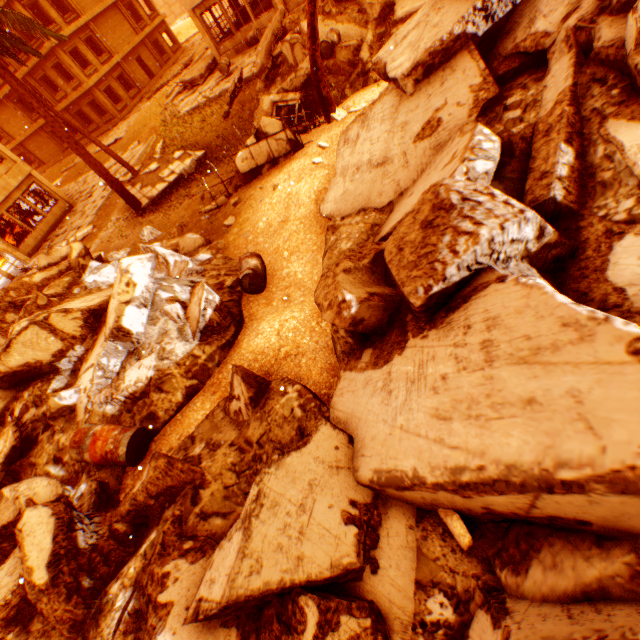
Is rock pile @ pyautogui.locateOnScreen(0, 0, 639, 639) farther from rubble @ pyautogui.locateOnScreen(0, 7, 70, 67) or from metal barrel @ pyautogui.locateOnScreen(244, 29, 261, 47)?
metal barrel @ pyautogui.locateOnScreen(244, 29, 261, 47)

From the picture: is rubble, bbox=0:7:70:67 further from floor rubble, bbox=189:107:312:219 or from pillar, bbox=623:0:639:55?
pillar, bbox=623:0:639:55

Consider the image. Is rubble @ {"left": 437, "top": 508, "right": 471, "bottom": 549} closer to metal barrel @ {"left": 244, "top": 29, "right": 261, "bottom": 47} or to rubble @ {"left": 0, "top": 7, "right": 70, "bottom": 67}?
rubble @ {"left": 0, "top": 7, "right": 70, "bottom": 67}

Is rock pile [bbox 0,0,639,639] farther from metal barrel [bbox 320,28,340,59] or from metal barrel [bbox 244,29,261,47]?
metal barrel [bbox 244,29,261,47]

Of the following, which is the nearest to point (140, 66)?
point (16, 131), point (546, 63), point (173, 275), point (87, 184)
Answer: point (16, 131)

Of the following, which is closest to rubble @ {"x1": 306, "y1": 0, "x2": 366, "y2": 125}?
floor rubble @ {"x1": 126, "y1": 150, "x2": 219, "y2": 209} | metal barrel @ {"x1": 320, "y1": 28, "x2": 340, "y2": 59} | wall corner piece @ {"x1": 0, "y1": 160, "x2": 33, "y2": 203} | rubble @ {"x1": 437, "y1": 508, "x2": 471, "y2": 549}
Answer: floor rubble @ {"x1": 126, "y1": 150, "x2": 219, "y2": 209}

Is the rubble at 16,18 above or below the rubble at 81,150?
above

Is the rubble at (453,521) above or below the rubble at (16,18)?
below
